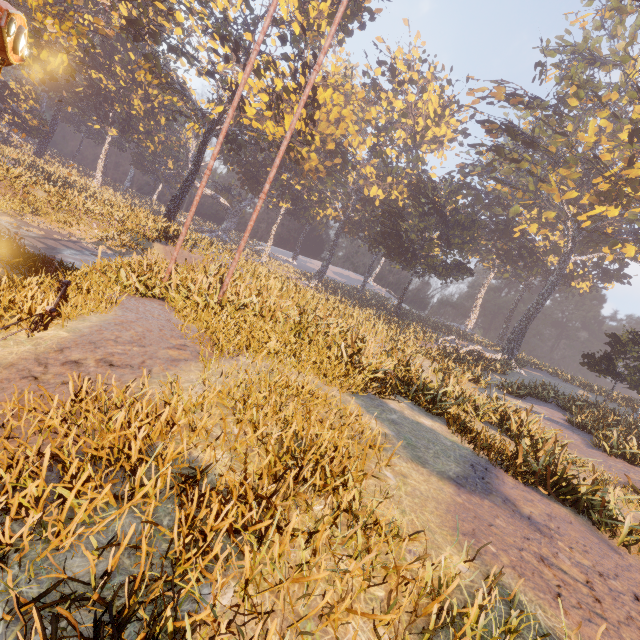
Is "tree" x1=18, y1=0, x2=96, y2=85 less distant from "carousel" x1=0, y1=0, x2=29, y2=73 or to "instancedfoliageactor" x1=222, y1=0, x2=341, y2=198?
"instancedfoliageactor" x1=222, y1=0, x2=341, y2=198

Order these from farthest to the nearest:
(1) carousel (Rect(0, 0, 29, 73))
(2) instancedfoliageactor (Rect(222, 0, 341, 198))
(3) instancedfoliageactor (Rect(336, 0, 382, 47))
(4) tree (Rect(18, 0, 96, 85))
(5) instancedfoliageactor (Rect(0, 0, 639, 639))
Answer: (3) instancedfoliageactor (Rect(336, 0, 382, 47))
(2) instancedfoliageactor (Rect(222, 0, 341, 198))
(4) tree (Rect(18, 0, 96, 85))
(1) carousel (Rect(0, 0, 29, 73))
(5) instancedfoliageactor (Rect(0, 0, 639, 639))

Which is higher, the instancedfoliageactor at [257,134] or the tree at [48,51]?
the instancedfoliageactor at [257,134]

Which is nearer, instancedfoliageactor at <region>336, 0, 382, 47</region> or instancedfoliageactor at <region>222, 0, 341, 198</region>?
instancedfoliageactor at <region>222, 0, 341, 198</region>

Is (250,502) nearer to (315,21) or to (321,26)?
(321,26)

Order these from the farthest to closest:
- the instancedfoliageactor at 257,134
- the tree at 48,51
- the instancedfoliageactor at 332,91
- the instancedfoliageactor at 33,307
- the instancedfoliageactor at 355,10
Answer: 1. the instancedfoliageactor at 355,10
2. the instancedfoliageactor at 257,134
3. the tree at 48,51
4. the instancedfoliageactor at 33,307
5. the instancedfoliageactor at 332,91

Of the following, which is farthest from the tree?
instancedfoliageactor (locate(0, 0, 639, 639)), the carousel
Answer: the carousel
